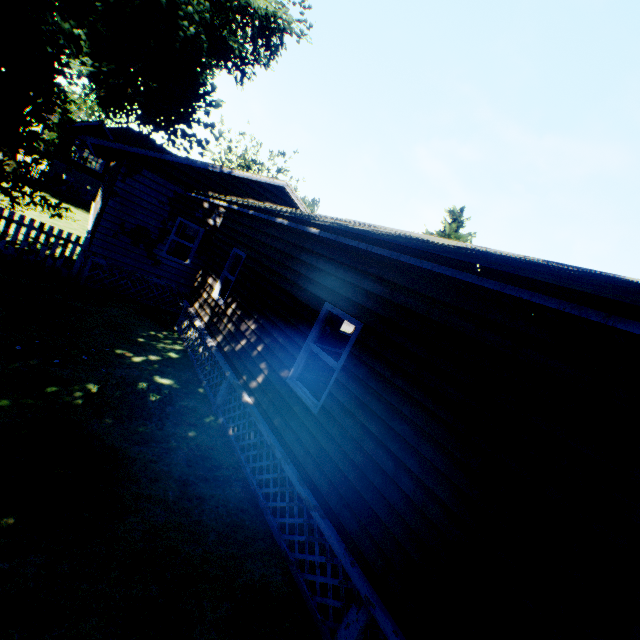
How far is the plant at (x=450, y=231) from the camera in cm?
2456

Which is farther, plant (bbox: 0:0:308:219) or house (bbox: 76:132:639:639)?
plant (bbox: 0:0:308:219)

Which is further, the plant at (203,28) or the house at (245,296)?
the plant at (203,28)

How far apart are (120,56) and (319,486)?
31.5 meters

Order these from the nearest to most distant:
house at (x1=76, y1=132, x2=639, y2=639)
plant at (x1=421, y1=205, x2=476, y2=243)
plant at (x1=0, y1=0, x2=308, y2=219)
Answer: house at (x1=76, y1=132, x2=639, y2=639) → plant at (x1=0, y1=0, x2=308, y2=219) → plant at (x1=421, y1=205, x2=476, y2=243)

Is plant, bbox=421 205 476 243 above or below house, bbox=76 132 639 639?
above

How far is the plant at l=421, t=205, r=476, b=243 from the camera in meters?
24.6
